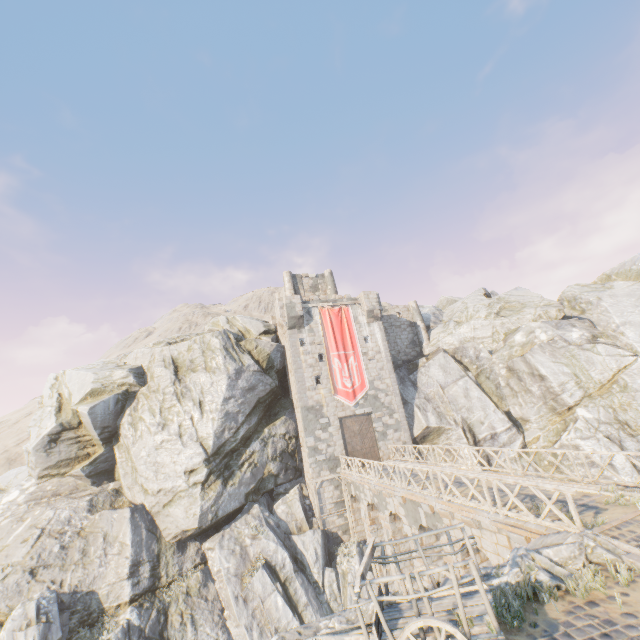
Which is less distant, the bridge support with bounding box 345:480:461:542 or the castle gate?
the bridge support with bounding box 345:480:461:542

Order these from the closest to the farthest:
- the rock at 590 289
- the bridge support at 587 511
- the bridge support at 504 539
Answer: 1. the bridge support at 587 511
2. the bridge support at 504 539
3. the rock at 590 289

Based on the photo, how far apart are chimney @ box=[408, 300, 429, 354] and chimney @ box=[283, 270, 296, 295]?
11.9 meters

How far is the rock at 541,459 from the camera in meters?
23.9 m

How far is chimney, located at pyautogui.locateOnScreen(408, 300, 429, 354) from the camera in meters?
33.6

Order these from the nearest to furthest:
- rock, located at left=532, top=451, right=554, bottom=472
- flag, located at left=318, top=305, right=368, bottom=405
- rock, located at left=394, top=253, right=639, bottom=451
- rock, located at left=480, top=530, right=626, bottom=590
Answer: rock, located at left=480, top=530, right=626, bottom=590 < rock, located at left=394, top=253, right=639, bottom=451 < rock, located at left=532, top=451, right=554, bottom=472 < flag, located at left=318, top=305, right=368, bottom=405

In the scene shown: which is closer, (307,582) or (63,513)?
(307,582)

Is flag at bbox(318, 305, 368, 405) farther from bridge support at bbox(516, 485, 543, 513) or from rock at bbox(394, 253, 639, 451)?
bridge support at bbox(516, 485, 543, 513)
